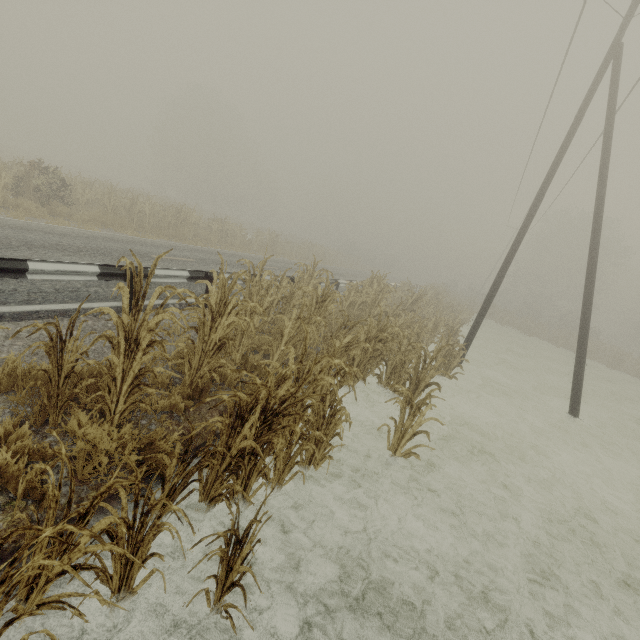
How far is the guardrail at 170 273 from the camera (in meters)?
6.84

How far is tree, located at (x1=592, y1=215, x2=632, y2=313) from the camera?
41.8 meters

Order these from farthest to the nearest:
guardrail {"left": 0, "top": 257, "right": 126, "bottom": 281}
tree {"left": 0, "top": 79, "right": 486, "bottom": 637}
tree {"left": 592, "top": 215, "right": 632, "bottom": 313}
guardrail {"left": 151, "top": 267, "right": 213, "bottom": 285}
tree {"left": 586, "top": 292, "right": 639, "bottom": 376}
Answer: tree {"left": 592, "top": 215, "right": 632, "bottom": 313}, tree {"left": 586, "top": 292, "right": 639, "bottom": 376}, guardrail {"left": 151, "top": 267, "right": 213, "bottom": 285}, guardrail {"left": 0, "top": 257, "right": 126, "bottom": 281}, tree {"left": 0, "top": 79, "right": 486, "bottom": 637}

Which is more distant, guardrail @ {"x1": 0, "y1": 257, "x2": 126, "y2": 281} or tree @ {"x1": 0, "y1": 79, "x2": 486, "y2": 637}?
guardrail @ {"x1": 0, "y1": 257, "x2": 126, "y2": 281}

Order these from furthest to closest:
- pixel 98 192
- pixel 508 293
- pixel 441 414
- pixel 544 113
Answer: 1. pixel 508 293
2. pixel 98 192
3. pixel 544 113
4. pixel 441 414

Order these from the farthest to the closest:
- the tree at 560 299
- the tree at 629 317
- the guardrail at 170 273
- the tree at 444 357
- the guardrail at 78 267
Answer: the tree at 560 299, the tree at 629 317, the guardrail at 170 273, the guardrail at 78 267, the tree at 444 357
